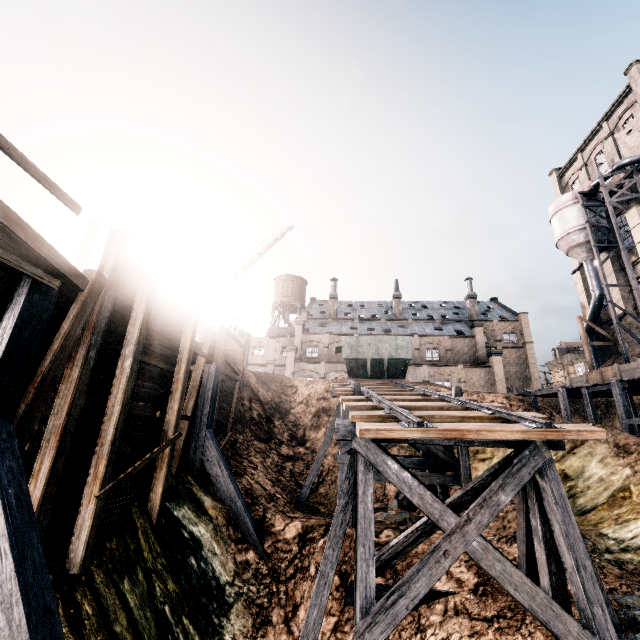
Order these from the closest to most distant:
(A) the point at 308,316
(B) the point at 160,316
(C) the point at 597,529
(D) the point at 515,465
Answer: (D) the point at 515,465 < (B) the point at 160,316 < (C) the point at 597,529 < (A) the point at 308,316

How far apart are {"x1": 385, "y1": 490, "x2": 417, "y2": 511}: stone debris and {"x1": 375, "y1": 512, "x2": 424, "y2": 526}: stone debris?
1.29m

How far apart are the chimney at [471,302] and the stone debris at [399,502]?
42.10m

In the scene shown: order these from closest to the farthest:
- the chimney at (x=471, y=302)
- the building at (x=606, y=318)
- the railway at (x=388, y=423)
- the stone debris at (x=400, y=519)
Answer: the railway at (x=388, y=423), the stone debris at (x=400, y=519), the building at (x=606, y=318), the chimney at (x=471, y=302)

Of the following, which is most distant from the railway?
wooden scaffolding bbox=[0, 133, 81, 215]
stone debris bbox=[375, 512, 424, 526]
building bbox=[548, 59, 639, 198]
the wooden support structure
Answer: building bbox=[548, 59, 639, 198]

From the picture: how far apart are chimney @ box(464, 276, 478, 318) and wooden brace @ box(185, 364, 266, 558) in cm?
4888

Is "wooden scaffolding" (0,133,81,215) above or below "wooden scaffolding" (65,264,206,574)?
above

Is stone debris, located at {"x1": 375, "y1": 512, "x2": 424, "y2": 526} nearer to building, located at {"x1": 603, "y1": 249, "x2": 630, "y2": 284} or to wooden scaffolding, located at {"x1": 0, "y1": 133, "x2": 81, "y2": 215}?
wooden scaffolding, located at {"x1": 0, "y1": 133, "x2": 81, "y2": 215}
